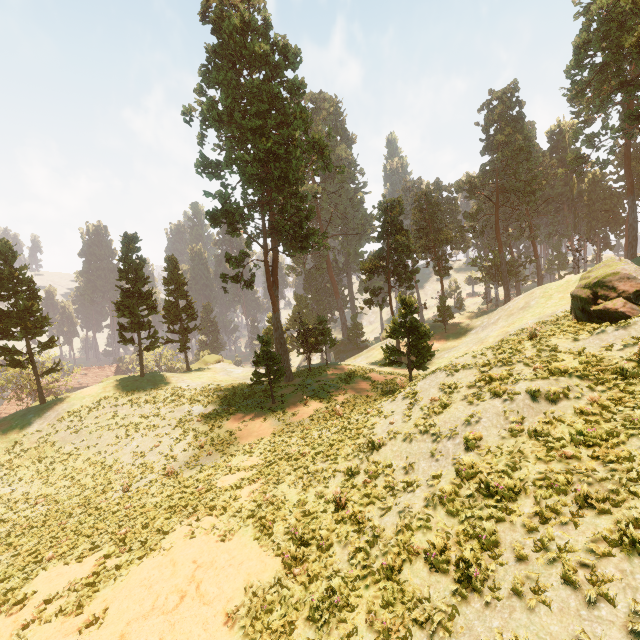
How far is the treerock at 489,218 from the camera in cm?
5597

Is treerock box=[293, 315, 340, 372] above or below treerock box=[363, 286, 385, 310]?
below

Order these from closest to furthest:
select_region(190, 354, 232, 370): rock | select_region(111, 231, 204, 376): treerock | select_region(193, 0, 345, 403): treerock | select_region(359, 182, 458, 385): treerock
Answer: select_region(359, 182, 458, 385): treerock, select_region(193, 0, 345, 403): treerock, select_region(111, 231, 204, 376): treerock, select_region(190, 354, 232, 370): rock

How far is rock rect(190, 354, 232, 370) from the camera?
49.93m

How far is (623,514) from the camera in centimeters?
631cm

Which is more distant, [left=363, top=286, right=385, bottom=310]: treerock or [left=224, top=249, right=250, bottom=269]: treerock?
[left=363, top=286, right=385, bottom=310]: treerock

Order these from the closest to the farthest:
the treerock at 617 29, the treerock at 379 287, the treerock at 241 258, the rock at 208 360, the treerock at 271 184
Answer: the treerock at 617 29 → the treerock at 271 184 → the treerock at 241 258 → the treerock at 379 287 → the rock at 208 360
